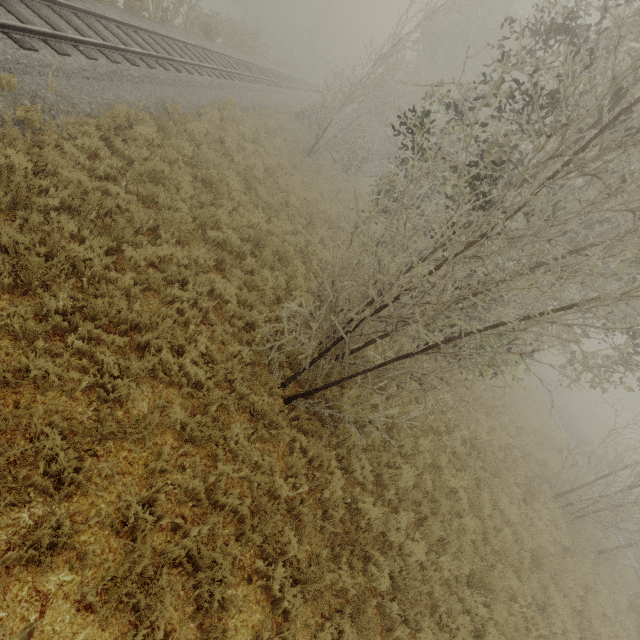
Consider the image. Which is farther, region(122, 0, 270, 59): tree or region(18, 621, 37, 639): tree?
region(122, 0, 270, 59): tree

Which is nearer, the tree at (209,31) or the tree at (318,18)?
the tree at (209,31)

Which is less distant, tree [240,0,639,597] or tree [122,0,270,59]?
tree [240,0,639,597]

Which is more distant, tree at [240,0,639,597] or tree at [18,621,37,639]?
tree at [240,0,639,597]

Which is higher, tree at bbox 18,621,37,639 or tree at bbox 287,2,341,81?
tree at bbox 287,2,341,81

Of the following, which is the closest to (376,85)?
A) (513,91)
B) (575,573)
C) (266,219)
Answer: (266,219)

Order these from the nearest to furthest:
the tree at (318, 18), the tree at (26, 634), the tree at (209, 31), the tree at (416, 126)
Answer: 1. the tree at (26, 634)
2. the tree at (416, 126)
3. the tree at (209, 31)
4. the tree at (318, 18)

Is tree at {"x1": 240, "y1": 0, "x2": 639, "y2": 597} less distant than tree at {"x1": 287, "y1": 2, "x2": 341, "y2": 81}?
Yes
